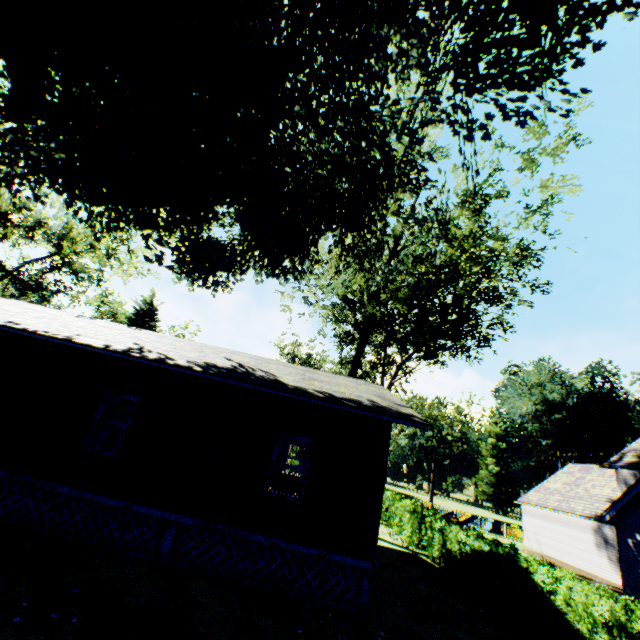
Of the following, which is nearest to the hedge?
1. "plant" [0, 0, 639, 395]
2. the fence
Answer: "plant" [0, 0, 639, 395]

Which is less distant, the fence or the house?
the house

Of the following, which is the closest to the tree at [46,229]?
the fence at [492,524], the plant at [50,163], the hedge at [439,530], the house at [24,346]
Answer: the plant at [50,163]

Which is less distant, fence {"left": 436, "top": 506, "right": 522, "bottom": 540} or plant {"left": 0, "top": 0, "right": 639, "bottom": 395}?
plant {"left": 0, "top": 0, "right": 639, "bottom": 395}

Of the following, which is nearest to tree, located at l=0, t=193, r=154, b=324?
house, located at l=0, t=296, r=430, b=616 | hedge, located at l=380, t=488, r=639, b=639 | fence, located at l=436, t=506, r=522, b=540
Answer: house, located at l=0, t=296, r=430, b=616

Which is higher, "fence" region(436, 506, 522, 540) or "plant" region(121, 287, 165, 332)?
"plant" region(121, 287, 165, 332)

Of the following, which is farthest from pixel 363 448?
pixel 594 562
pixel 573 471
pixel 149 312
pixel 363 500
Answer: pixel 149 312

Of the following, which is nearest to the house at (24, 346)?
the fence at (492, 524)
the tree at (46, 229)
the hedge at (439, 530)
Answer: the hedge at (439, 530)
